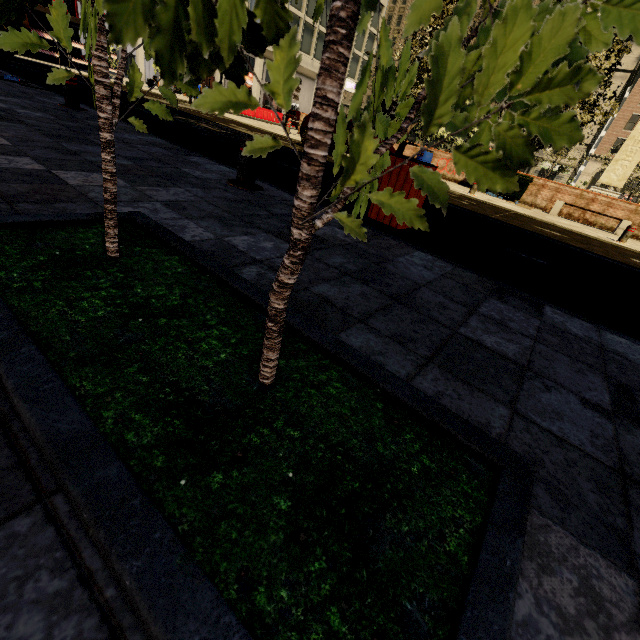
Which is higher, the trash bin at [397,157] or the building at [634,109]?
the building at [634,109]

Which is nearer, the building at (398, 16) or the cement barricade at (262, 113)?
the cement barricade at (262, 113)

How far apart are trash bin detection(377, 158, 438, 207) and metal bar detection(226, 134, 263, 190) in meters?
1.4

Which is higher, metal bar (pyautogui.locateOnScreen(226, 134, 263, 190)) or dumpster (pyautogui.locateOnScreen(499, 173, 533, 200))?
dumpster (pyautogui.locateOnScreen(499, 173, 533, 200))

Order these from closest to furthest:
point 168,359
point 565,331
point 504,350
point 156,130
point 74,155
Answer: point 168,359
point 504,350
point 565,331
point 74,155
point 156,130

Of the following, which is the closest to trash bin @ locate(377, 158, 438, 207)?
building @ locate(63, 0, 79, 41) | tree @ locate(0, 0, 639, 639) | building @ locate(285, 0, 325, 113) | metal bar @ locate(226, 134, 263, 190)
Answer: metal bar @ locate(226, 134, 263, 190)

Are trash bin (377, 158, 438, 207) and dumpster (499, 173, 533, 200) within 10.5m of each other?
no

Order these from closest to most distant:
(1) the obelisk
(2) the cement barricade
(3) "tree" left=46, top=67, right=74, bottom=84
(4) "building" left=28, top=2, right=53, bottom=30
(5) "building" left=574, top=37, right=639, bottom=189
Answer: (3) "tree" left=46, top=67, right=74, bottom=84 < (4) "building" left=28, top=2, right=53, bottom=30 < (1) the obelisk < (2) the cement barricade < (5) "building" left=574, top=37, right=639, bottom=189
